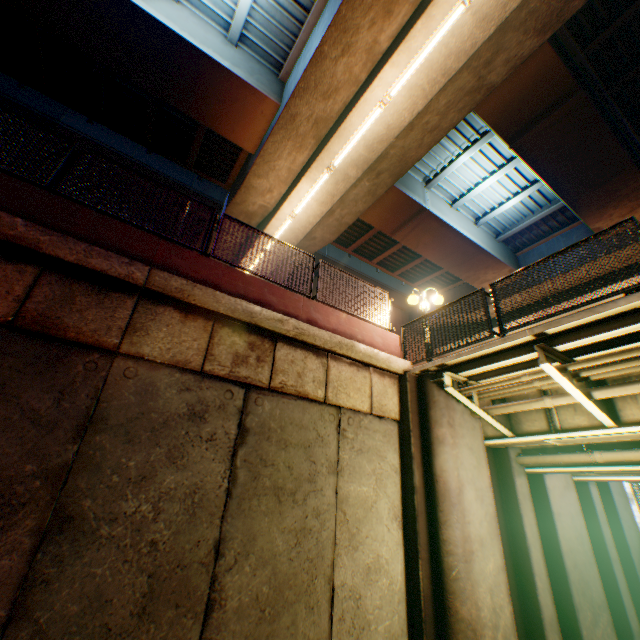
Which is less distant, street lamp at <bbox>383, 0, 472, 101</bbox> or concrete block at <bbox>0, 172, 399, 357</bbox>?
concrete block at <bbox>0, 172, 399, 357</bbox>

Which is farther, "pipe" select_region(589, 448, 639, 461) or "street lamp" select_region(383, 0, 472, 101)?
"street lamp" select_region(383, 0, 472, 101)

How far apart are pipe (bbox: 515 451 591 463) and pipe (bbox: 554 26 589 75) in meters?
9.9 m

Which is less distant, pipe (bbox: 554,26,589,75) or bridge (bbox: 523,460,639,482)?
bridge (bbox: 523,460,639,482)

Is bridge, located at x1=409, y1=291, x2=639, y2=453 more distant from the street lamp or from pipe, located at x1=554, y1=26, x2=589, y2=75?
pipe, located at x1=554, y1=26, x2=589, y2=75

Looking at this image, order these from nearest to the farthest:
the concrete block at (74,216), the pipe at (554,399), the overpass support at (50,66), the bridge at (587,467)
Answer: the concrete block at (74,216)
the pipe at (554,399)
the bridge at (587,467)
the overpass support at (50,66)

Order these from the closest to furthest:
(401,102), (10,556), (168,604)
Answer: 1. (10,556)
2. (168,604)
3. (401,102)

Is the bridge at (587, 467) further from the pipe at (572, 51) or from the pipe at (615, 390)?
the pipe at (572, 51)
